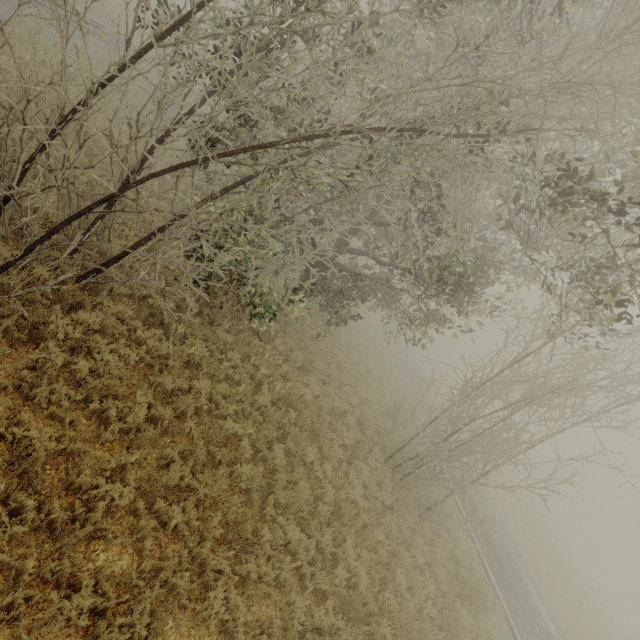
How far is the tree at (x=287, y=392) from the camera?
9.1m

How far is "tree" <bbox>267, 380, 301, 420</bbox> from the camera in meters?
9.1 m

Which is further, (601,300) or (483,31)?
(483,31)
